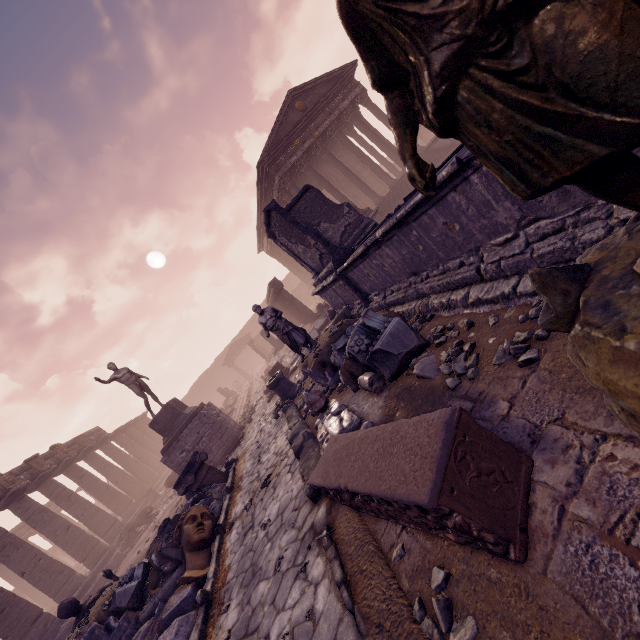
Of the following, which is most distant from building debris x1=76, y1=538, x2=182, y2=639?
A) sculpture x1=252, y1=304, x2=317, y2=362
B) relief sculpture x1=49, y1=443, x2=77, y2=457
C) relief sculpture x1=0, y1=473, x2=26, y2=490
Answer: relief sculpture x1=49, y1=443, x2=77, y2=457

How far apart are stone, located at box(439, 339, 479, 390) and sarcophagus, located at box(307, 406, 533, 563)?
0.8 meters

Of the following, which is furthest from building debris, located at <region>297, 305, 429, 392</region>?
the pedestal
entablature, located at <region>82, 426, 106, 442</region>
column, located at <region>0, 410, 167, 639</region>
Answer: column, located at <region>0, 410, 167, 639</region>

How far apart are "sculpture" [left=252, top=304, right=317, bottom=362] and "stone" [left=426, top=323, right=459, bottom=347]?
3.8 meters

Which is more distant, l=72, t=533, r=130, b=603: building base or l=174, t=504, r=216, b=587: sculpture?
l=72, t=533, r=130, b=603: building base

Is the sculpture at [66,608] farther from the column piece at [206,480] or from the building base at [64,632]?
the building base at [64,632]

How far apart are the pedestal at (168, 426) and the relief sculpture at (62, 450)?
11.2 meters

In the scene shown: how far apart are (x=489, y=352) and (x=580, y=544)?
1.92m
